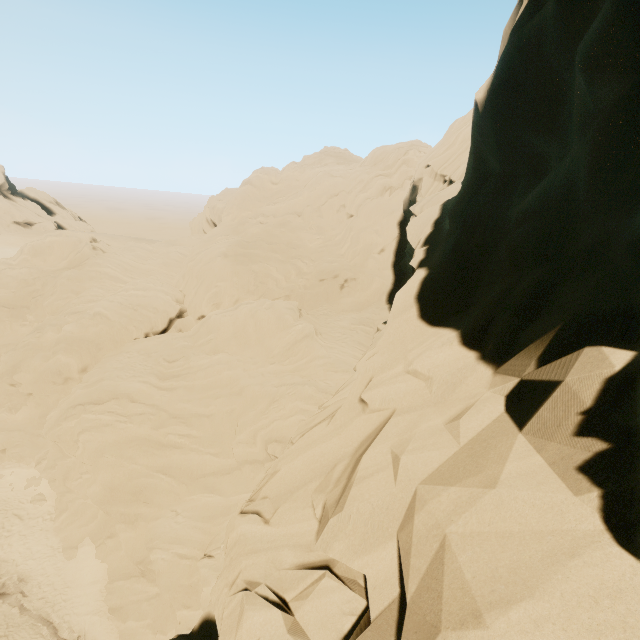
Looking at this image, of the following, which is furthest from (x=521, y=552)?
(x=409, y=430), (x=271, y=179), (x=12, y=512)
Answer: (x=271, y=179)
